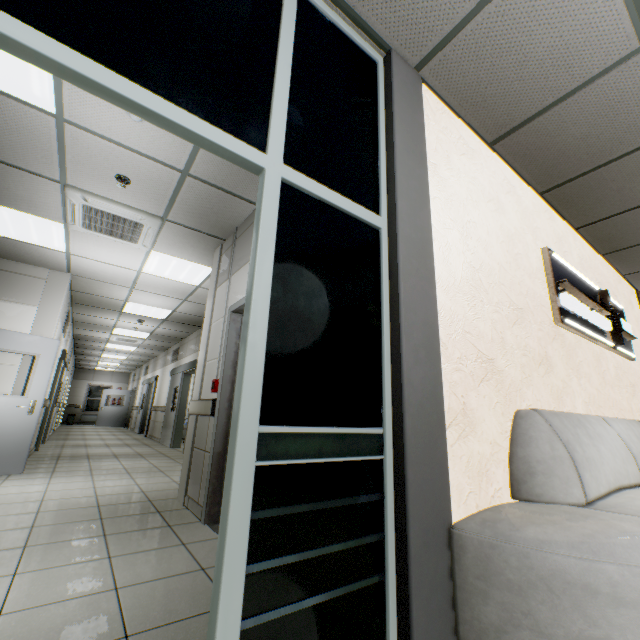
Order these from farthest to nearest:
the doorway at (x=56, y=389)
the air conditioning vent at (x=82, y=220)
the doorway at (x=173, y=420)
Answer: the doorway at (x=173, y=420), the doorway at (x=56, y=389), the air conditioning vent at (x=82, y=220)

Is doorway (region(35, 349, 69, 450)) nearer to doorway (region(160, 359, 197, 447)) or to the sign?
doorway (region(160, 359, 197, 447))

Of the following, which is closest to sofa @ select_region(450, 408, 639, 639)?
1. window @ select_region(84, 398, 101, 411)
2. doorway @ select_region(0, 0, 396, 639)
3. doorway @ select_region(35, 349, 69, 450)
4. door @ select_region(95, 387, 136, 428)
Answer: doorway @ select_region(0, 0, 396, 639)

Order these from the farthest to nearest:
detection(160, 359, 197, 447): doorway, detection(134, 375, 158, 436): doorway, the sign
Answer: detection(134, 375, 158, 436): doorway, detection(160, 359, 197, 447): doorway, the sign

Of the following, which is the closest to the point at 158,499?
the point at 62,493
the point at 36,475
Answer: the point at 62,493

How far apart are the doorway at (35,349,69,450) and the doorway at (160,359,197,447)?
2.70m

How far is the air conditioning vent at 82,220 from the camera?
3.62m

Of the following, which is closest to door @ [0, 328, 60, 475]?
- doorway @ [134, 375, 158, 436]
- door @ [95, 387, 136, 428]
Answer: doorway @ [134, 375, 158, 436]
